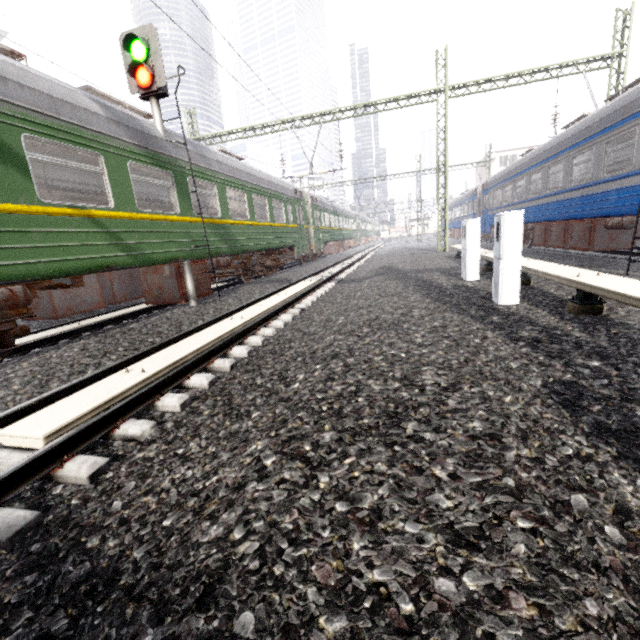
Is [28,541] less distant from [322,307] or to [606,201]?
[322,307]

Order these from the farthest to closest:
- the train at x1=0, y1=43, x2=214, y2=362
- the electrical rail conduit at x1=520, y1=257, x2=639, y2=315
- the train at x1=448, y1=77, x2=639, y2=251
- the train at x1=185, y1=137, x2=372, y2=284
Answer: the train at x1=185, y1=137, x2=372, y2=284
the train at x1=448, y1=77, x2=639, y2=251
the train at x1=0, y1=43, x2=214, y2=362
the electrical rail conduit at x1=520, y1=257, x2=639, y2=315

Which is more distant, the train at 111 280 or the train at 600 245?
the train at 600 245

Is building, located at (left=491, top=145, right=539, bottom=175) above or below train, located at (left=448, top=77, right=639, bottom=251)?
above

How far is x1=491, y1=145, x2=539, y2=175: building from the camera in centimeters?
4222cm

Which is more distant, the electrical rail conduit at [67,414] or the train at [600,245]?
the train at [600,245]

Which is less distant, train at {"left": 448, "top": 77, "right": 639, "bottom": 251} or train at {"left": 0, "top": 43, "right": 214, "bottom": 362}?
train at {"left": 0, "top": 43, "right": 214, "bottom": 362}

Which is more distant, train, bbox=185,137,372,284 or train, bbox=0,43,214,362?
train, bbox=185,137,372,284
